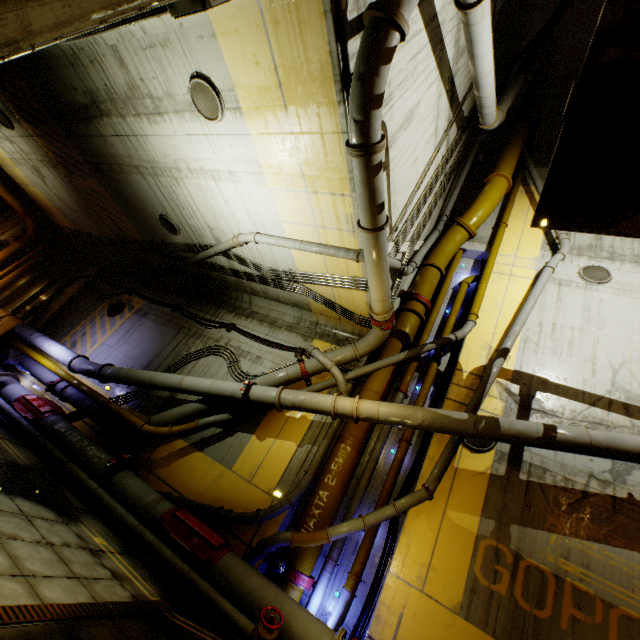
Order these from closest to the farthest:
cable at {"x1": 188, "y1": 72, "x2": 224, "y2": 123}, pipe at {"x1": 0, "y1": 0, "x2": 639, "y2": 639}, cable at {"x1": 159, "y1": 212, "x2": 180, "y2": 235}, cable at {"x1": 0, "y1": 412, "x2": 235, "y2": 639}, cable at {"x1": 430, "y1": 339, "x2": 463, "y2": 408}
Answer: cable at {"x1": 0, "y1": 412, "x2": 235, "y2": 639} → pipe at {"x1": 0, "y1": 0, "x2": 639, "y2": 639} → cable at {"x1": 188, "y1": 72, "x2": 224, "y2": 123} → cable at {"x1": 430, "y1": 339, "x2": 463, "y2": 408} → cable at {"x1": 159, "y1": 212, "x2": 180, "y2": 235}

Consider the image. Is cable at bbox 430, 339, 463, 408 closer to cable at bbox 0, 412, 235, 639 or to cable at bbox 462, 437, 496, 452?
cable at bbox 462, 437, 496, 452

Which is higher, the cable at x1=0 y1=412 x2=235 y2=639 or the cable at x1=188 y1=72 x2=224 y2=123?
the cable at x1=188 y1=72 x2=224 y2=123

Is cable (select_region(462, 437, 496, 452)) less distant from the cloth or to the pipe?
the pipe

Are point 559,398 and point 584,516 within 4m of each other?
yes

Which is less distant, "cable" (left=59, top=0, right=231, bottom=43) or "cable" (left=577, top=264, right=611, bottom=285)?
"cable" (left=59, top=0, right=231, bottom=43)

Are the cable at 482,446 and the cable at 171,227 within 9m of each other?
no

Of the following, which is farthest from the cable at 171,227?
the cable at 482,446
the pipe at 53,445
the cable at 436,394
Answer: the cable at 482,446
